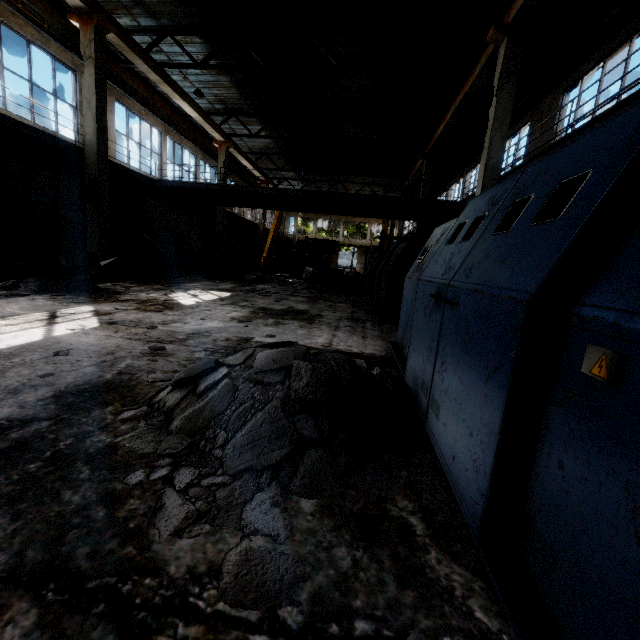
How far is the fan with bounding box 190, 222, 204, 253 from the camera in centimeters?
2272cm

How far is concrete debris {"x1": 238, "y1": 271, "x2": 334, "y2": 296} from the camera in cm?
1010

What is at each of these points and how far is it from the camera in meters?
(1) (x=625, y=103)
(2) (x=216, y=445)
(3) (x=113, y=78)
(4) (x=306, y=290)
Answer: (1) elevated walkway, 5.0 m
(2) concrete debris, 1.8 m
(3) wires, 14.3 m
(4) concrete debris, 11.8 m

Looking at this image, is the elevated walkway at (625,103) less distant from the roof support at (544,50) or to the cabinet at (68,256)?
the roof support at (544,50)

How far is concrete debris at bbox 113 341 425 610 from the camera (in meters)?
1.27

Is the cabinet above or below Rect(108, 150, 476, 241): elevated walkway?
below

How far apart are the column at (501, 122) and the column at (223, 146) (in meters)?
14.66

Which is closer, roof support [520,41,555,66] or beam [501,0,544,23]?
beam [501,0,544,23]
